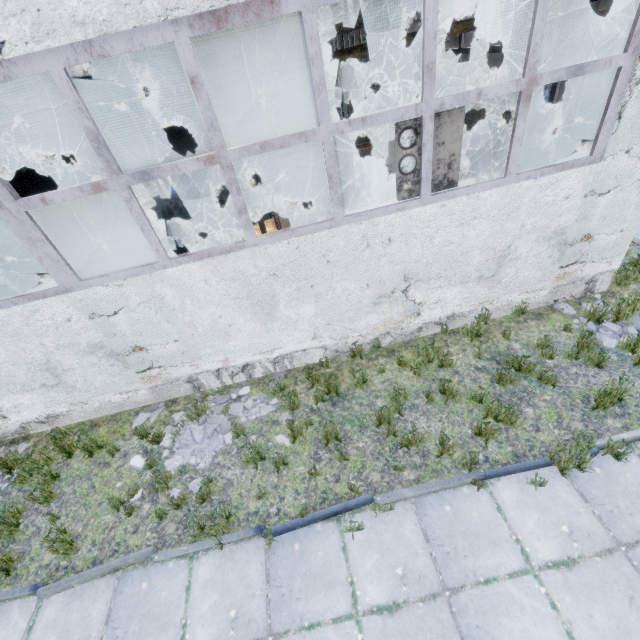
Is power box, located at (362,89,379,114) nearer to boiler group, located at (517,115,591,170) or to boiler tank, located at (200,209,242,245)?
boiler tank, located at (200,209,242,245)

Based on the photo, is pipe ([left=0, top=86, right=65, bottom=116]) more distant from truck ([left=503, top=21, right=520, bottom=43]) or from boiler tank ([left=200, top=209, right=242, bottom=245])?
boiler tank ([left=200, top=209, right=242, bottom=245])

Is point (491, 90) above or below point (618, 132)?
above

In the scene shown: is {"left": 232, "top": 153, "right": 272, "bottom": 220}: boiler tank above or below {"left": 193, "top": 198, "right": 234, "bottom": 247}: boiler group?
below

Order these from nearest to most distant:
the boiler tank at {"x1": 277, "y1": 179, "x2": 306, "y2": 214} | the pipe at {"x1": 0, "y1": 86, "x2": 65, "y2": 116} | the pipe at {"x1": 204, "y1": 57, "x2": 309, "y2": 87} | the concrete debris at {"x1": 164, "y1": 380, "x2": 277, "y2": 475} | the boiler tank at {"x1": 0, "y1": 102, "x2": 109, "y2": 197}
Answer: the pipe at {"x1": 204, "y1": 57, "x2": 309, "y2": 87} < the concrete debris at {"x1": 164, "y1": 380, "x2": 277, "y2": 475} < the boiler tank at {"x1": 0, "y1": 102, "x2": 109, "y2": 197} < the boiler tank at {"x1": 277, "y1": 179, "x2": 306, "y2": 214} < the pipe at {"x1": 0, "y1": 86, "x2": 65, "y2": 116}

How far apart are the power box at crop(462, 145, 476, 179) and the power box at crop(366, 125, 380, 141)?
8.40m

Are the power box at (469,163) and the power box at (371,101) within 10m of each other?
yes

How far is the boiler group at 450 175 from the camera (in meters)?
4.12
